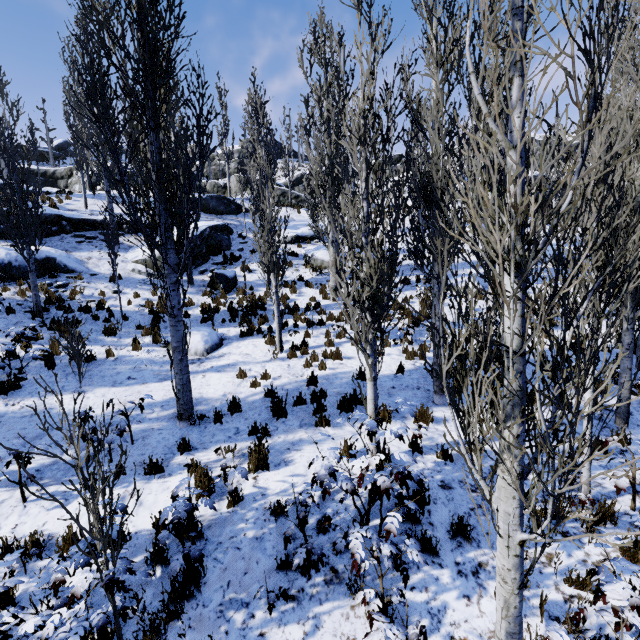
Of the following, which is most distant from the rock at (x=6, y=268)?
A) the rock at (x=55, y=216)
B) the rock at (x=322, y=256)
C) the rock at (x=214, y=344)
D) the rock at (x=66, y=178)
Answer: the rock at (x=66, y=178)

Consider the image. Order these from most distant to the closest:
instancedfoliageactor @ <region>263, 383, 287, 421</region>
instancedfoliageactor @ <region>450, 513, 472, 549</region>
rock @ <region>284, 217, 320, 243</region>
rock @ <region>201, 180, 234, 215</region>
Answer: rock @ <region>201, 180, 234, 215</region>
rock @ <region>284, 217, 320, 243</region>
instancedfoliageactor @ <region>263, 383, 287, 421</region>
instancedfoliageactor @ <region>450, 513, 472, 549</region>

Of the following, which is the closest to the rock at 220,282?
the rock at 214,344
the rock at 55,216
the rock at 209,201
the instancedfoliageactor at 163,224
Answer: the instancedfoliageactor at 163,224

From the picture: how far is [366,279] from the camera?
5.0m

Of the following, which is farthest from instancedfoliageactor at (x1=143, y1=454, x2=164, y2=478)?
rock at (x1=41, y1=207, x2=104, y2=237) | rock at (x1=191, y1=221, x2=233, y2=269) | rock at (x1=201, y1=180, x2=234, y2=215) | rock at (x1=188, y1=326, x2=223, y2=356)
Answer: rock at (x1=201, y1=180, x2=234, y2=215)

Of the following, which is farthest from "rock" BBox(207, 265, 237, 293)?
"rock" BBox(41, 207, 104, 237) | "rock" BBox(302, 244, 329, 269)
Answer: "rock" BBox(41, 207, 104, 237)

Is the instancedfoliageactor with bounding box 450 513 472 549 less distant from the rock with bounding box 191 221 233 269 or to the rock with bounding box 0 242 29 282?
the rock with bounding box 191 221 233 269

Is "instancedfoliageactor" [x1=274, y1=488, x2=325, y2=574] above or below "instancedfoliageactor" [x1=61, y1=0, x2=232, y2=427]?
below
